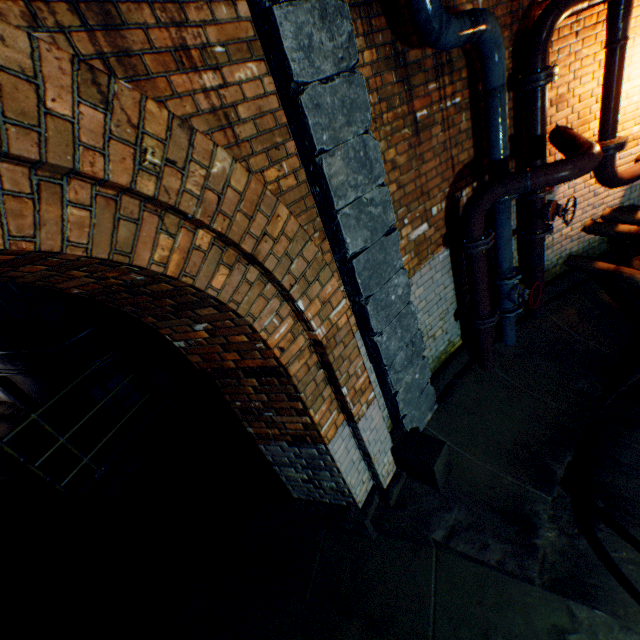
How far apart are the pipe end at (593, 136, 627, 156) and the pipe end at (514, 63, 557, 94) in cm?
113

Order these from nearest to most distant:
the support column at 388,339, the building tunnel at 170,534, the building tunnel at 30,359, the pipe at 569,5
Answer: the support column at 388,339
the pipe at 569,5
the building tunnel at 170,534
the building tunnel at 30,359

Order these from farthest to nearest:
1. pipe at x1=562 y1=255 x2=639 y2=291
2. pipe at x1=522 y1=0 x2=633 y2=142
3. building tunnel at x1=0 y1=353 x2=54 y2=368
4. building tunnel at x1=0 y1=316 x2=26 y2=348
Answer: building tunnel at x1=0 y1=353 x2=54 y2=368, building tunnel at x1=0 y1=316 x2=26 y2=348, pipe at x1=562 y1=255 x2=639 y2=291, pipe at x1=522 y1=0 x2=633 y2=142

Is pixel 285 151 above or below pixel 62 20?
below

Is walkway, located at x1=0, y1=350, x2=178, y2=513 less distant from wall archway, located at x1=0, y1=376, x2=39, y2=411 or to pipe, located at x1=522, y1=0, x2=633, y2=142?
wall archway, located at x1=0, y1=376, x2=39, y2=411

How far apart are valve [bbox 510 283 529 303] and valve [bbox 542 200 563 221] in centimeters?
77cm

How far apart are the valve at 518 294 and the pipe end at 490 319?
0.3m

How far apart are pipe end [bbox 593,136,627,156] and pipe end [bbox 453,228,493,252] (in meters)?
1.82
